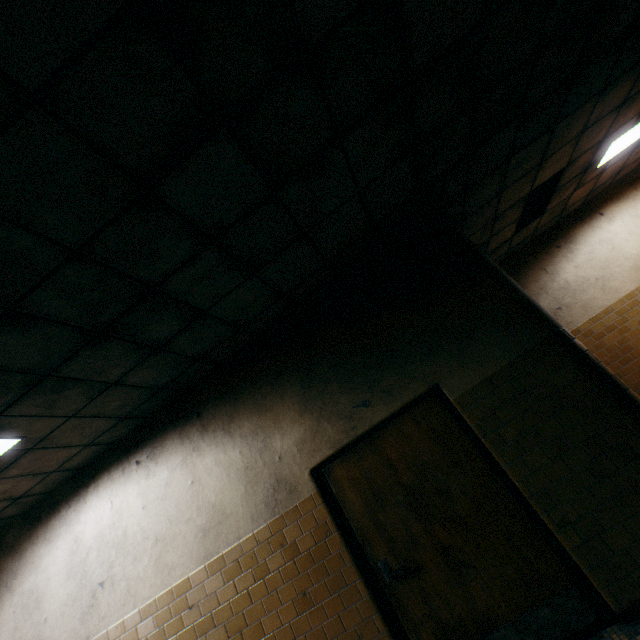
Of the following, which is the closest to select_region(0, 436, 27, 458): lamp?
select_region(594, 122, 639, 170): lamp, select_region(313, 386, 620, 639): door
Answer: select_region(313, 386, 620, 639): door

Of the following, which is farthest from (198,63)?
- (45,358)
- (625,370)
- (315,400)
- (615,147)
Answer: (625,370)

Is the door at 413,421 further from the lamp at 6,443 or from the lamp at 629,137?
the lamp at 629,137

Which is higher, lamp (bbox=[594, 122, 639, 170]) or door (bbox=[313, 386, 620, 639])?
lamp (bbox=[594, 122, 639, 170])

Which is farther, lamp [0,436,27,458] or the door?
lamp [0,436,27,458]

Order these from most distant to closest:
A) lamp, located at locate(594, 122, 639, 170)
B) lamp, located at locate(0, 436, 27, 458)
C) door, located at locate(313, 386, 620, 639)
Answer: lamp, located at locate(594, 122, 639, 170), lamp, located at locate(0, 436, 27, 458), door, located at locate(313, 386, 620, 639)

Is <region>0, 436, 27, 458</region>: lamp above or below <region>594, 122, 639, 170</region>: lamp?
below

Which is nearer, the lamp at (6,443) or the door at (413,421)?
the door at (413,421)
